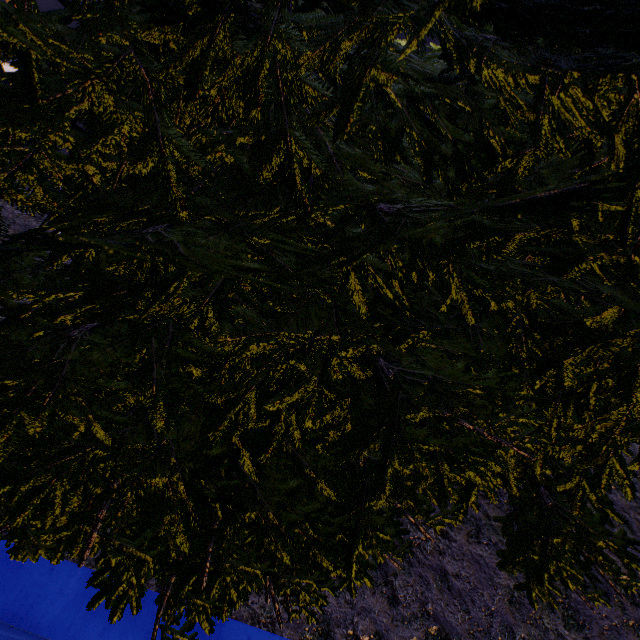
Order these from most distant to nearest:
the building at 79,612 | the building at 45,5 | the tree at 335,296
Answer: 1. the building at 45,5
2. the building at 79,612
3. the tree at 335,296

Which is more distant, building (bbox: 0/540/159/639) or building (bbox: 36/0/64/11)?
building (bbox: 36/0/64/11)

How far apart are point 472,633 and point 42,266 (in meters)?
5.04

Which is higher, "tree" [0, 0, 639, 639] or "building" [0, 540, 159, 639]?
"tree" [0, 0, 639, 639]

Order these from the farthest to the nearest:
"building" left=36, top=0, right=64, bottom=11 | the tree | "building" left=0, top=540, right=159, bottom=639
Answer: "building" left=36, top=0, right=64, bottom=11
"building" left=0, top=540, right=159, bottom=639
the tree

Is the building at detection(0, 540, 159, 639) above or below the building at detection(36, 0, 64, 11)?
below

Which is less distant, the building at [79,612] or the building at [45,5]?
the building at [79,612]
